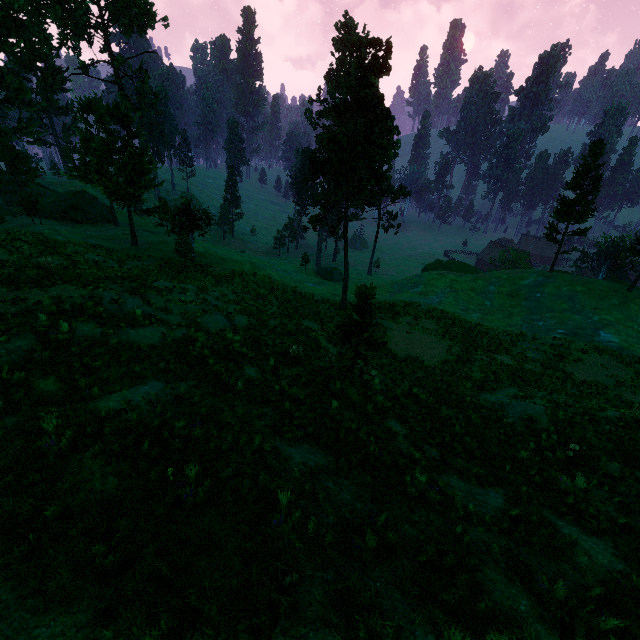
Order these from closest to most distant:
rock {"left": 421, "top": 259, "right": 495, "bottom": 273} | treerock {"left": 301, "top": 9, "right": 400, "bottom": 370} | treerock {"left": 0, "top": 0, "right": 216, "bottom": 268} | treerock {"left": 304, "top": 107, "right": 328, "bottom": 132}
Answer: treerock {"left": 301, "top": 9, "right": 400, "bottom": 370}, treerock {"left": 0, "top": 0, "right": 216, "bottom": 268}, rock {"left": 421, "top": 259, "right": 495, "bottom": 273}, treerock {"left": 304, "top": 107, "right": 328, "bottom": 132}

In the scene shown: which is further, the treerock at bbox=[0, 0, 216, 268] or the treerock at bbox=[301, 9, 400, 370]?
the treerock at bbox=[0, 0, 216, 268]

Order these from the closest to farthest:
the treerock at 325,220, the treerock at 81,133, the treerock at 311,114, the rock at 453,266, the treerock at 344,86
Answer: the treerock at 344,86 → the treerock at 325,220 → the treerock at 81,133 → the rock at 453,266 → the treerock at 311,114

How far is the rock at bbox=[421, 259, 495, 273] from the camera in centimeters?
5297cm

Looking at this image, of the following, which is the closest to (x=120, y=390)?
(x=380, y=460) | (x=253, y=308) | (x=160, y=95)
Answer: (x=380, y=460)

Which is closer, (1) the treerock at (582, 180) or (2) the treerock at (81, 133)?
(2) the treerock at (81, 133)
